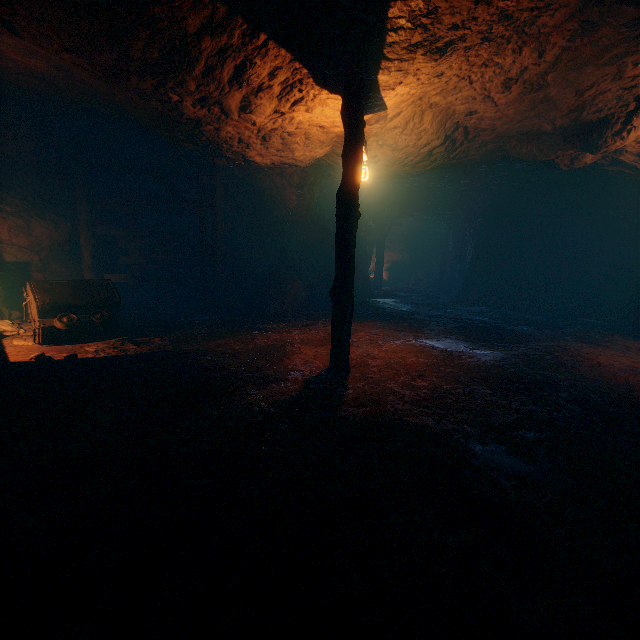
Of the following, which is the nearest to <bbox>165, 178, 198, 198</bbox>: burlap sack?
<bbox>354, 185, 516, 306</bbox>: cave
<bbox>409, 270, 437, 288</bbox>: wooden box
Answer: <bbox>354, 185, 516, 306</bbox>: cave

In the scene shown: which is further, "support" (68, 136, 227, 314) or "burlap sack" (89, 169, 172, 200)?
"burlap sack" (89, 169, 172, 200)

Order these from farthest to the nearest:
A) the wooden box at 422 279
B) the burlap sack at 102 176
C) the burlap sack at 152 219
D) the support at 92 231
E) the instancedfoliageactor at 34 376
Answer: the wooden box at 422 279 < the burlap sack at 152 219 < the burlap sack at 102 176 < the support at 92 231 < the instancedfoliageactor at 34 376

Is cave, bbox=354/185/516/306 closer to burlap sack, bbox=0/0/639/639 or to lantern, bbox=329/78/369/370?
burlap sack, bbox=0/0/639/639

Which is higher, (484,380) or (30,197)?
(30,197)

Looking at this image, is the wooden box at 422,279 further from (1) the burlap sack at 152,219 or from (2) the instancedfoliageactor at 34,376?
(2) the instancedfoliageactor at 34,376

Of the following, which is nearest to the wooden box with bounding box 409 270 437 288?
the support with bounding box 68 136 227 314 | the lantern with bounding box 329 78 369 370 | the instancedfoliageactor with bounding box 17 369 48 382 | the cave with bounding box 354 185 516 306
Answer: the cave with bounding box 354 185 516 306

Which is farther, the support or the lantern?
the support
